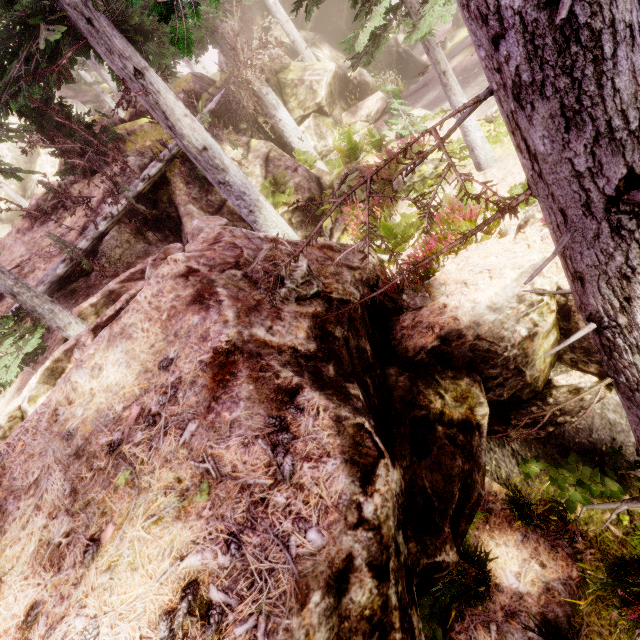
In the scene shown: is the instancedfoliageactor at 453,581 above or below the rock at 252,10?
below

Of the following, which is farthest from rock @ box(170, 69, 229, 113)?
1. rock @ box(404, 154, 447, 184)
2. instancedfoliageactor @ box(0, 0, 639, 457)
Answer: rock @ box(404, 154, 447, 184)

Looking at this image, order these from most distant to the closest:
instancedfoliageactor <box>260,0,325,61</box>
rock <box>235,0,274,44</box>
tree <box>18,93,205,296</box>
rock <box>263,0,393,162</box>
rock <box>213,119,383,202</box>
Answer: rock <box>235,0,274,44</box> → rock <box>263,0,393,162</box> → rock <box>213,119,383,202</box> → tree <box>18,93,205,296</box> → instancedfoliageactor <box>260,0,325,61</box>

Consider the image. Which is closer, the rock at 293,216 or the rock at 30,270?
the rock at 30,270

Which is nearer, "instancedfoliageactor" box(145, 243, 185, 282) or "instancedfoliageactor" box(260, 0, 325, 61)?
"instancedfoliageactor" box(145, 243, 185, 282)

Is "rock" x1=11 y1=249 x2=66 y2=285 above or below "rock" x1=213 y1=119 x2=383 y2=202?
above

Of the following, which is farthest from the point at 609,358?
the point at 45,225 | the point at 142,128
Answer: the point at 142,128
